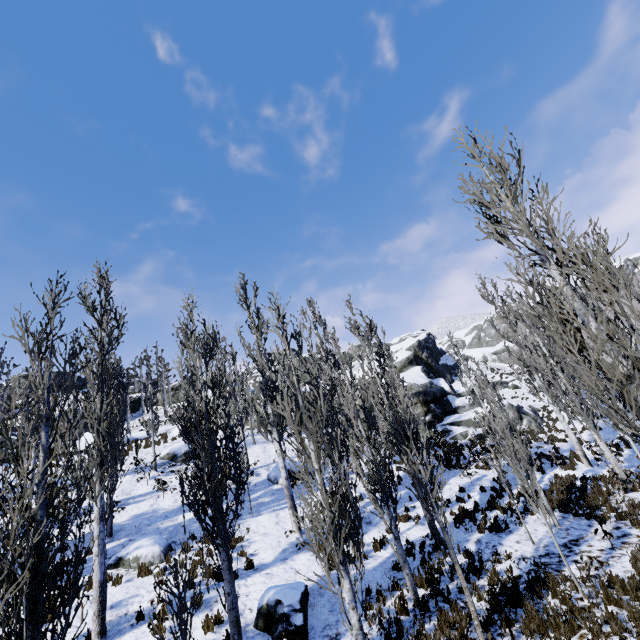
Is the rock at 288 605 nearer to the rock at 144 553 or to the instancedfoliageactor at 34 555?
the instancedfoliageactor at 34 555

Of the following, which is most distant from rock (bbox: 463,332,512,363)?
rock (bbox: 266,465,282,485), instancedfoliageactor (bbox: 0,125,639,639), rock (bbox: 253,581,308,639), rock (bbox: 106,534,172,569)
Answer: rock (bbox: 253,581,308,639)

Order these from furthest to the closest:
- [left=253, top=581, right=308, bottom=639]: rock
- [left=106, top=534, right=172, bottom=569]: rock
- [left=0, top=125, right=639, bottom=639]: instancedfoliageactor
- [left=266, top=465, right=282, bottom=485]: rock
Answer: [left=266, top=465, right=282, bottom=485]: rock < [left=106, top=534, right=172, bottom=569]: rock < [left=253, top=581, right=308, bottom=639]: rock < [left=0, top=125, right=639, bottom=639]: instancedfoliageactor

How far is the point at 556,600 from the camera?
7.9m

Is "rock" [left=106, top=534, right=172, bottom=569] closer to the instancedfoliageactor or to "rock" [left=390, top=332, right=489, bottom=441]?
the instancedfoliageactor

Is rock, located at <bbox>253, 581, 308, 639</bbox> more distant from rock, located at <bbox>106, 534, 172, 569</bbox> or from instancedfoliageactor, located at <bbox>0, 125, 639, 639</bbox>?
rock, located at <bbox>106, 534, 172, 569</bbox>

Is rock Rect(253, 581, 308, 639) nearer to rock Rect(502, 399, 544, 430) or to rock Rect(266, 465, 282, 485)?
rock Rect(266, 465, 282, 485)

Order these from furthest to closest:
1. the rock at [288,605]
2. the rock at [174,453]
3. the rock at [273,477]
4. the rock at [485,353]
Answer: the rock at [485,353], the rock at [174,453], the rock at [273,477], the rock at [288,605]
